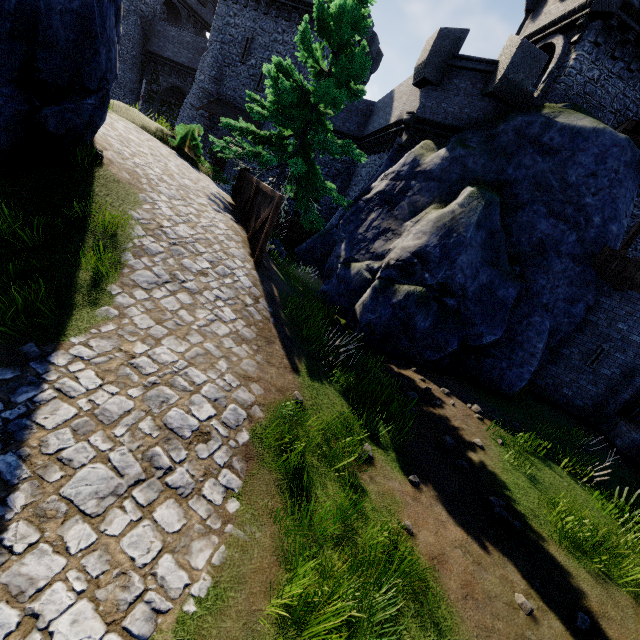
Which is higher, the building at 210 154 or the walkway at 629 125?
the walkway at 629 125

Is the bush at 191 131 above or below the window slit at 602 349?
above

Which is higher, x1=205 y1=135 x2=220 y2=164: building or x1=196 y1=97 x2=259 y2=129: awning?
x1=196 y1=97 x2=259 y2=129: awning

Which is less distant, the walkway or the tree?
the tree

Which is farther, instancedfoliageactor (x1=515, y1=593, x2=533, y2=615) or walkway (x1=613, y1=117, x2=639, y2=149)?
walkway (x1=613, y1=117, x2=639, y2=149)

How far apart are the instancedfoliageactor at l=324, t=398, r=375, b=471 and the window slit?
11.10m

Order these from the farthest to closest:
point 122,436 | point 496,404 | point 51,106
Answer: point 496,404 < point 51,106 < point 122,436

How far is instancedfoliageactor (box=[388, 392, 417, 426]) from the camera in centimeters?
679cm
